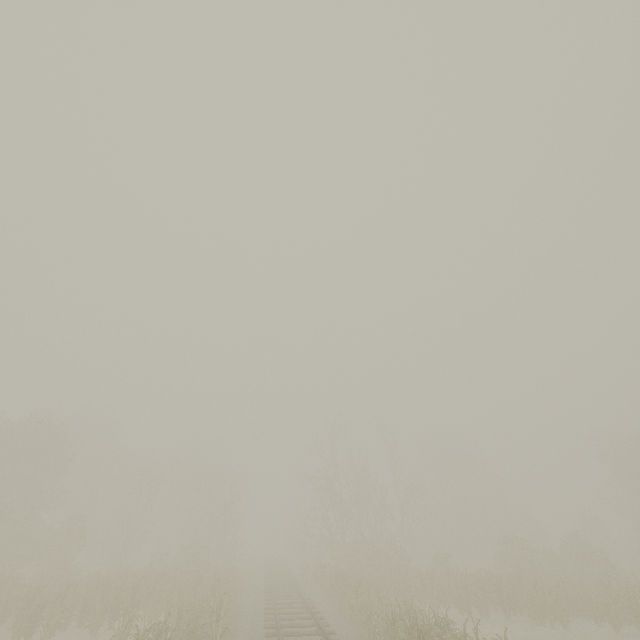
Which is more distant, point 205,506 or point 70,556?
point 205,506
